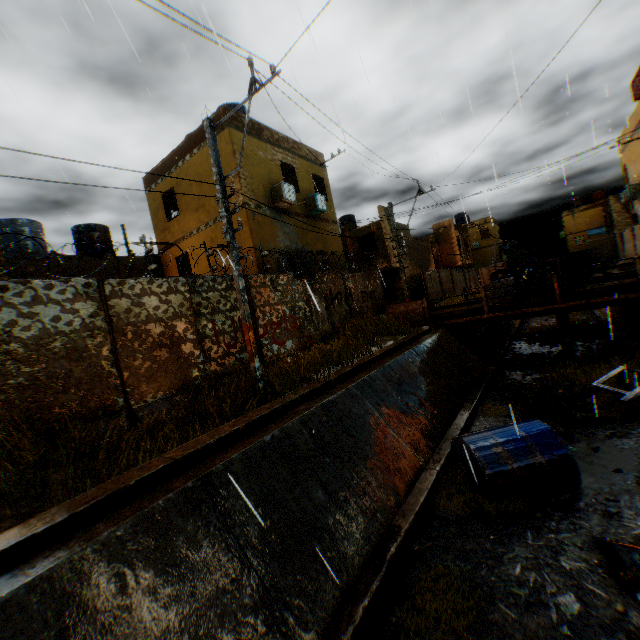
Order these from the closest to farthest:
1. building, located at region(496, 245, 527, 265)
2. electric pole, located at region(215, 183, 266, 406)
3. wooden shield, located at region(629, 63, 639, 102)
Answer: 1. electric pole, located at region(215, 183, 266, 406)
2. wooden shield, located at region(629, 63, 639, 102)
3. building, located at region(496, 245, 527, 265)

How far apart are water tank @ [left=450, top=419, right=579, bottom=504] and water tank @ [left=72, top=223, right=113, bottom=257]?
17.6 meters

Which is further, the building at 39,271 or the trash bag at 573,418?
the building at 39,271

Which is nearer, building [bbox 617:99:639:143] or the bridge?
the bridge

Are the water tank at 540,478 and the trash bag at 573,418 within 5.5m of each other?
yes

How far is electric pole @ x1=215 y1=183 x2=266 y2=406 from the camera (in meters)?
7.66

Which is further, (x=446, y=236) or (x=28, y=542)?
(x=446, y=236)

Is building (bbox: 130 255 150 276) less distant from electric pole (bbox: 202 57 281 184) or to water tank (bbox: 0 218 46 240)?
water tank (bbox: 0 218 46 240)
